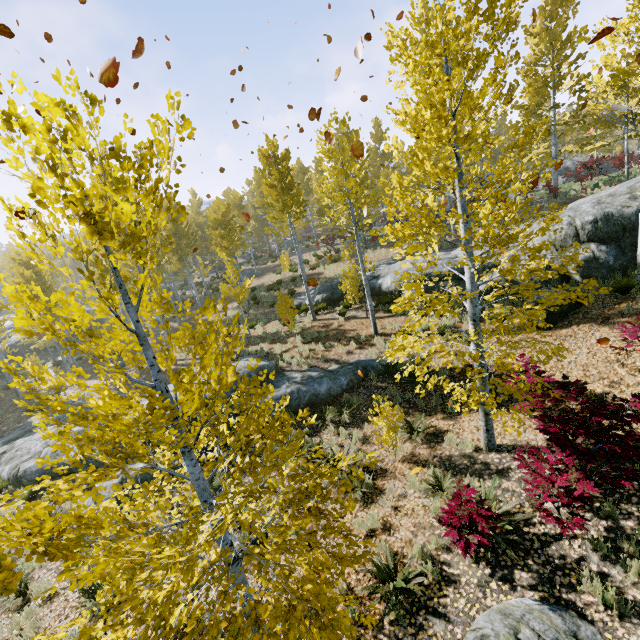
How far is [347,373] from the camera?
11.7m

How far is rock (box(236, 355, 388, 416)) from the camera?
10.89m

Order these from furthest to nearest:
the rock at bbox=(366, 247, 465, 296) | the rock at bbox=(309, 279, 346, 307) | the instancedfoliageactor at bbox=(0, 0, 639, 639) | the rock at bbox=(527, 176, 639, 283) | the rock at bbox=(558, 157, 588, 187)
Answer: the rock at bbox=(558, 157, 588, 187), the rock at bbox=(309, 279, 346, 307), the rock at bbox=(366, 247, 465, 296), the rock at bbox=(527, 176, 639, 283), the instancedfoliageactor at bbox=(0, 0, 639, 639)

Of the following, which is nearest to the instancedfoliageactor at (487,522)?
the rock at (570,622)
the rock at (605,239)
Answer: the rock at (605,239)

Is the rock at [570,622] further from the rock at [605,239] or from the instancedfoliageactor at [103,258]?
the rock at [605,239]

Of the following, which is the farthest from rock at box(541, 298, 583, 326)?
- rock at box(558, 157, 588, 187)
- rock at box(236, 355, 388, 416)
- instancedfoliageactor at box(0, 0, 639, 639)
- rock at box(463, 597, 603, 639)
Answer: rock at box(558, 157, 588, 187)

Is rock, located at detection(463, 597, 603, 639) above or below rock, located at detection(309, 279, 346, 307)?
below

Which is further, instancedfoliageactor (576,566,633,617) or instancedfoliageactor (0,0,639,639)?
instancedfoliageactor (576,566,633,617)
